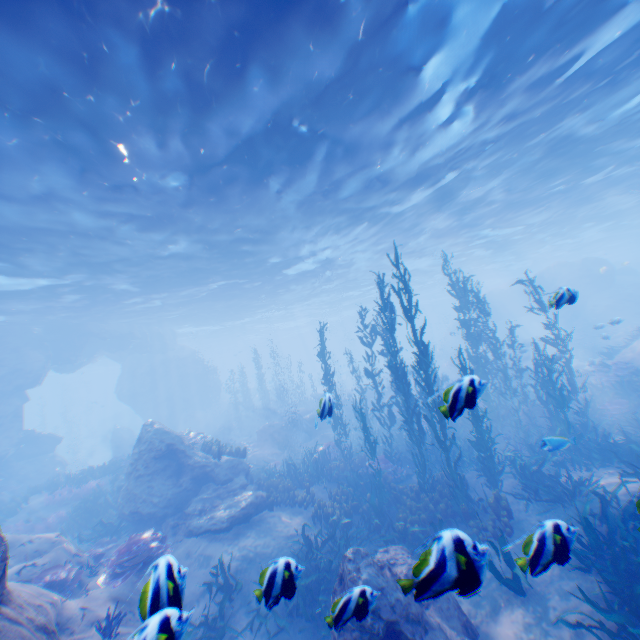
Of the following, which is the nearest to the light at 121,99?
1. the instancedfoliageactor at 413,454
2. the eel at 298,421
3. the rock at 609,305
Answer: the rock at 609,305

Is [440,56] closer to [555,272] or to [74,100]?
[74,100]

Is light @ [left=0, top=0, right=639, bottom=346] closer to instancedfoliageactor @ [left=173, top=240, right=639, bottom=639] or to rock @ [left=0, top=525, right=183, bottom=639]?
rock @ [left=0, top=525, right=183, bottom=639]

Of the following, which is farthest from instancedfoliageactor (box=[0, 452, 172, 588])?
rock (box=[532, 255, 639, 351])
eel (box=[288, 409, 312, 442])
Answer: eel (box=[288, 409, 312, 442])

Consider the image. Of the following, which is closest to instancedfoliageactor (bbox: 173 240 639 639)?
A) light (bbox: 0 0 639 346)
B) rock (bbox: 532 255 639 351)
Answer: rock (bbox: 532 255 639 351)

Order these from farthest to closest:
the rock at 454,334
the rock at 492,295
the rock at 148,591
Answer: the rock at 454,334, the rock at 492,295, the rock at 148,591

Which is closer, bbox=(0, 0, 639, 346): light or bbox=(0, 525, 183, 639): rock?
bbox=(0, 525, 183, 639): rock
